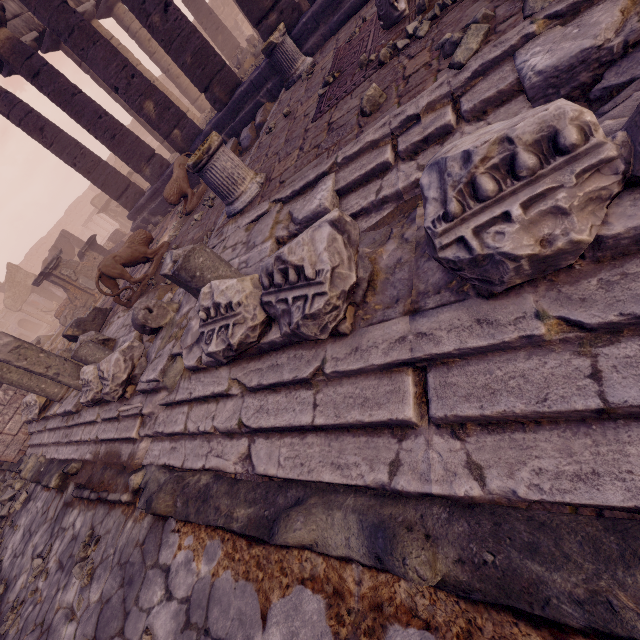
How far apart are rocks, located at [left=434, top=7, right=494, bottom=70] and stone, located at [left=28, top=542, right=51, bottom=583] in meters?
7.4 m

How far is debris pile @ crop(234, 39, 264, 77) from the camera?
12.38m

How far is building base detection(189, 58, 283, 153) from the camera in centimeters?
816cm

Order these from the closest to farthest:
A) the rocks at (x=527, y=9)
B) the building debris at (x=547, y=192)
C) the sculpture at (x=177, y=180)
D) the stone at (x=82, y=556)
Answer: the building debris at (x=547, y=192) < the rocks at (x=527, y=9) < the stone at (x=82, y=556) < the sculpture at (x=177, y=180)

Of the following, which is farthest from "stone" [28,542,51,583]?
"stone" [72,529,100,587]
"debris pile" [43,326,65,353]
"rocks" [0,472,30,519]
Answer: "debris pile" [43,326,65,353]

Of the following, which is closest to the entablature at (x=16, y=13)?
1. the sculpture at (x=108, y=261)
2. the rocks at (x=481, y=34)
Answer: the sculpture at (x=108, y=261)

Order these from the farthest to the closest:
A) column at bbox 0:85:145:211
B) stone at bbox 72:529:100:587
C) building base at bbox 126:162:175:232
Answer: building base at bbox 126:162:175:232
column at bbox 0:85:145:211
stone at bbox 72:529:100:587

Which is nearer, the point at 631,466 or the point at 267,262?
the point at 631,466
